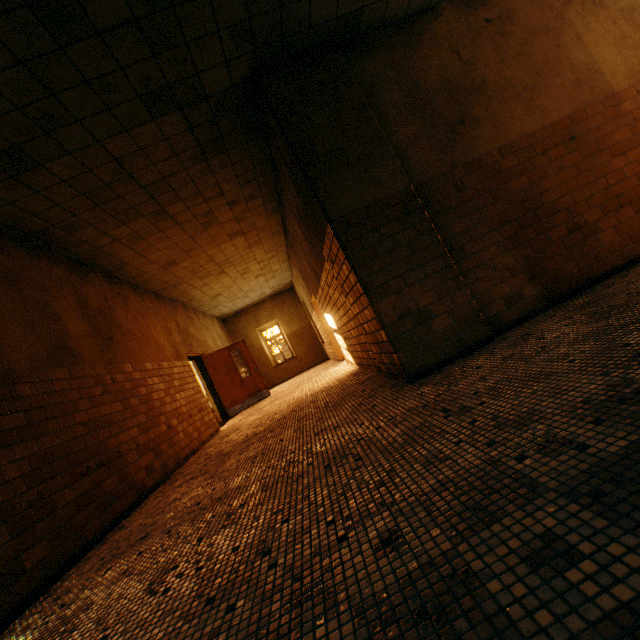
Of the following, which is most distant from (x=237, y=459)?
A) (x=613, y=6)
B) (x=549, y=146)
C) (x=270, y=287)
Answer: (x=270, y=287)

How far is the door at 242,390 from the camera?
9.95m

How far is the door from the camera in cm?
995
